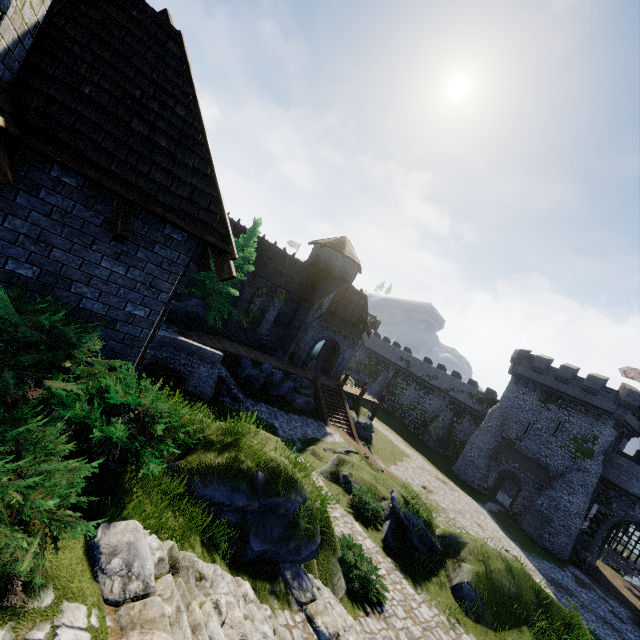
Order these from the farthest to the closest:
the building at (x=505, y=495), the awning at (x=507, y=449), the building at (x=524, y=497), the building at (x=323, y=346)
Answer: the building at (x=505, y=495) < the building at (x=323, y=346) < the building at (x=524, y=497) < the awning at (x=507, y=449)

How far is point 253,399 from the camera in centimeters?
2227cm

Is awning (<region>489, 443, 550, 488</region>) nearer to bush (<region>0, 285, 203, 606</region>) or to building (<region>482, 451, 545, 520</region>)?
building (<region>482, 451, 545, 520</region>)

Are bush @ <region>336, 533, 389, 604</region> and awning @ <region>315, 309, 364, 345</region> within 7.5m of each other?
no

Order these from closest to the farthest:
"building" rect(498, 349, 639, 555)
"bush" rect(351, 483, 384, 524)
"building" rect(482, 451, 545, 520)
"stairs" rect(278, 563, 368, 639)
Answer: "stairs" rect(278, 563, 368, 639)
"bush" rect(351, 483, 384, 524)
"building" rect(498, 349, 639, 555)
"building" rect(482, 451, 545, 520)

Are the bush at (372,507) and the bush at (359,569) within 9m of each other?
yes

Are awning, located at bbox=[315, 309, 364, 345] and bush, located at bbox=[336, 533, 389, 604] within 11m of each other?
no

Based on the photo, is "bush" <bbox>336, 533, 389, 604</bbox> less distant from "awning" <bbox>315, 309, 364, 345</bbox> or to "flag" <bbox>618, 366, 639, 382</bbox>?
"awning" <bbox>315, 309, 364, 345</bbox>
